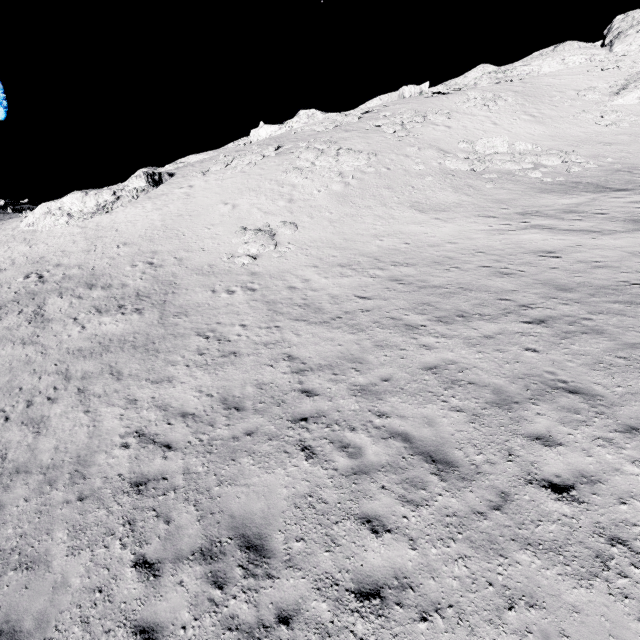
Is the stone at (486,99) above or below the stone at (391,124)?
above

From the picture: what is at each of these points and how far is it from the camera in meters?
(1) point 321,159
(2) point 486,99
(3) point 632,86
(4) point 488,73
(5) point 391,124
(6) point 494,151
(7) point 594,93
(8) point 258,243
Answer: (1) stone, 28.0 m
(2) stone, 35.0 m
(3) stone, 32.6 m
(4) stone, 45.0 m
(5) stone, 32.0 m
(6) stone, 26.5 m
(7) stone, 34.1 m
(8) stone, 19.9 m

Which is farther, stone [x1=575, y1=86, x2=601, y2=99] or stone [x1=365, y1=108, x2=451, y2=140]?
stone [x1=575, y1=86, x2=601, y2=99]

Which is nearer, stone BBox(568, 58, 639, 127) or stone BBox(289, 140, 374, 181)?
stone BBox(289, 140, 374, 181)

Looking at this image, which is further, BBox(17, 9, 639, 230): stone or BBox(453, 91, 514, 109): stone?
BBox(453, 91, 514, 109): stone

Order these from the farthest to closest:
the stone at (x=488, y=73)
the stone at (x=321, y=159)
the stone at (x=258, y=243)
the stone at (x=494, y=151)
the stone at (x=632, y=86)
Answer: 1. the stone at (x=488, y=73)
2. the stone at (x=632, y=86)
3. the stone at (x=321, y=159)
4. the stone at (x=494, y=151)
5. the stone at (x=258, y=243)

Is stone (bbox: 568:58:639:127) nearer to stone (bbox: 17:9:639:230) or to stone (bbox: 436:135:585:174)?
stone (bbox: 436:135:585:174)

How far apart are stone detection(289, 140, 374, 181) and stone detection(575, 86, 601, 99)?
26.0m
